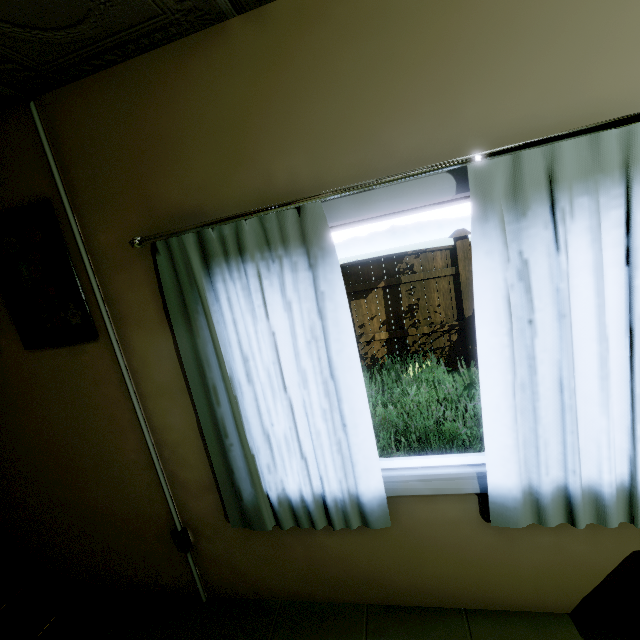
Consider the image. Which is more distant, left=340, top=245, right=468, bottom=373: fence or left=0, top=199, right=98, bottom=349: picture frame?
left=340, top=245, right=468, bottom=373: fence

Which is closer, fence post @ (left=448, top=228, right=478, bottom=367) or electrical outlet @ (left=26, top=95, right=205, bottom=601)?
electrical outlet @ (left=26, top=95, right=205, bottom=601)

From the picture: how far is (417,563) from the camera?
1.63m

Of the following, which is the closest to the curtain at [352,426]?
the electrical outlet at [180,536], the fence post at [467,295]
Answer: the electrical outlet at [180,536]

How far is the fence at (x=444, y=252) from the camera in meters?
5.8 m

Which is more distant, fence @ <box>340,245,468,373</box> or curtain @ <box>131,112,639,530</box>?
fence @ <box>340,245,468,373</box>

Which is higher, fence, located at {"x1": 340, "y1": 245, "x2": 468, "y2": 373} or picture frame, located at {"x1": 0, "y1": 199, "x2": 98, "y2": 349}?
picture frame, located at {"x1": 0, "y1": 199, "x2": 98, "y2": 349}

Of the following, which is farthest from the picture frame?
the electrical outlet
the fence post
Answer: the fence post
